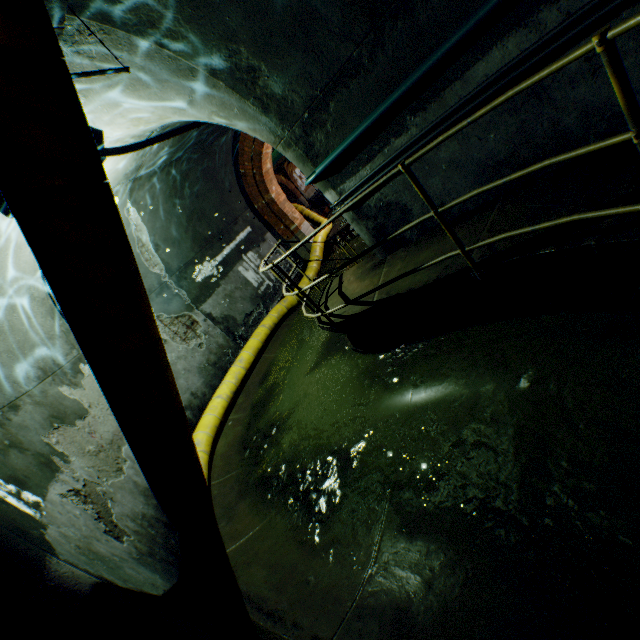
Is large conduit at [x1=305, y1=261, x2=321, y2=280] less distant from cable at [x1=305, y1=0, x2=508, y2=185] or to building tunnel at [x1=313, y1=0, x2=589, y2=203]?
building tunnel at [x1=313, y1=0, x2=589, y2=203]

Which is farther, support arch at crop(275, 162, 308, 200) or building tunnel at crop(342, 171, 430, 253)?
support arch at crop(275, 162, 308, 200)

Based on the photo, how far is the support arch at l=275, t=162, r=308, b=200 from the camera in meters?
29.5 m

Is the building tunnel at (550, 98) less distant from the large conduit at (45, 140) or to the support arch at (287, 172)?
the large conduit at (45, 140)

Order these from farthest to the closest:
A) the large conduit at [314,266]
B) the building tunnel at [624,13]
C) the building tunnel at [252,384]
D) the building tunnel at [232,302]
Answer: the large conduit at [314,266] < the building tunnel at [232,302] < the building tunnel at [624,13] < the building tunnel at [252,384]

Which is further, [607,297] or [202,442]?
[202,442]

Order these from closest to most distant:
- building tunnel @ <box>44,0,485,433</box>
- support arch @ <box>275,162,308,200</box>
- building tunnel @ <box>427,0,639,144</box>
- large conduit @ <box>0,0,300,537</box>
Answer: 1. large conduit @ <box>0,0,300,537</box>
2. building tunnel @ <box>427,0,639,144</box>
3. building tunnel @ <box>44,0,485,433</box>
4. support arch @ <box>275,162,308,200</box>

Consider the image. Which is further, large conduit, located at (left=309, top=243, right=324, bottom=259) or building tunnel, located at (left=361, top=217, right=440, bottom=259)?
large conduit, located at (left=309, top=243, right=324, bottom=259)
